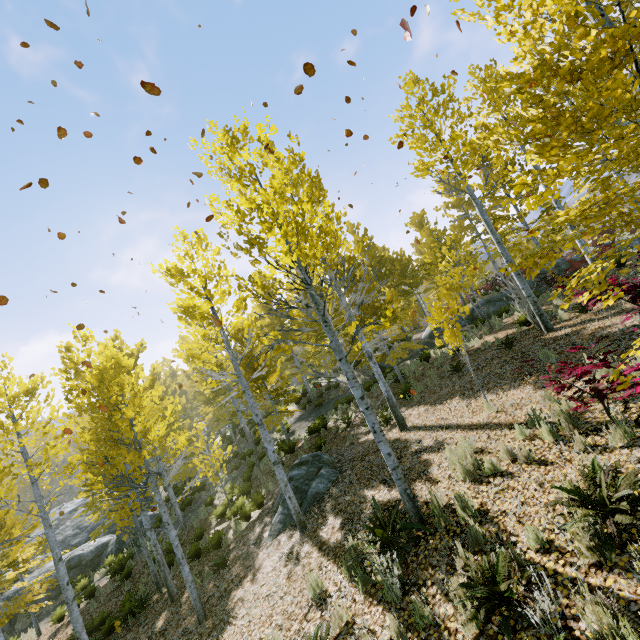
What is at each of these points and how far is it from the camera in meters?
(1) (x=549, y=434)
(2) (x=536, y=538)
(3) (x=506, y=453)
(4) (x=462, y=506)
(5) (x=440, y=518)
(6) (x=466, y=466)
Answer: (1) instancedfoliageactor, 5.3 m
(2) instancedfoliageactor, 3.8 m
(3) instancedfoliageactor, 5.5 m
(4) instancedfoliageactor, 4.9 m
(5) instancedfoliageactor, 5.0 m
(6) instancedfoliageactor, 5.8 m

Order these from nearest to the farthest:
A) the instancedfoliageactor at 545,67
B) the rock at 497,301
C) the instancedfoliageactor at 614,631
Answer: the instancedfoliageactor at 614,631, the instancedfoliageactor at 545,67, the rock at 497,301

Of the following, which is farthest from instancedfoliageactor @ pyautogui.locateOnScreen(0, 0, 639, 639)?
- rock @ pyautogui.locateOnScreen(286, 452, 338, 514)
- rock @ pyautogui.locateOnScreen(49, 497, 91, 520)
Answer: rock @ pyautogui.locateOnScreen(286, 452, 338, 514)

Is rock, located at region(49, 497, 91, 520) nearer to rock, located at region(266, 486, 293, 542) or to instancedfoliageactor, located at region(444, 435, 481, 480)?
instancedfoliageactor, located at region(444, 435, 481, 480)

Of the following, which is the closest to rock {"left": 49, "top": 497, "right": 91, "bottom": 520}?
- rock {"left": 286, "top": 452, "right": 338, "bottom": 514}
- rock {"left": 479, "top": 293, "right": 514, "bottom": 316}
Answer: rock {"left": 286, "top": 452, "right": 338, "bottom": 514}

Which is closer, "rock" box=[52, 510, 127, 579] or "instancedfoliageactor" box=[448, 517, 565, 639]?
"instancedfoliageactor" box=[448, 517, 565, 639]

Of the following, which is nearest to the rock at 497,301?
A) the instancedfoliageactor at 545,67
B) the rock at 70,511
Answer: the instancedfoliageactor at 545,67

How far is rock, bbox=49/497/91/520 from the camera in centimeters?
2456cm
